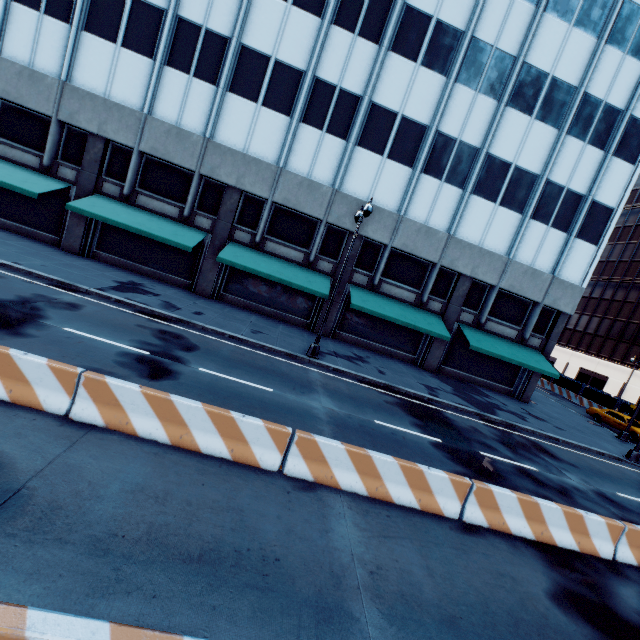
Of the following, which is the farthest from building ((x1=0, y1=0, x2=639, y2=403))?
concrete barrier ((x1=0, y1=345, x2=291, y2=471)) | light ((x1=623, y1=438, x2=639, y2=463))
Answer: concrete barrier ((x1=0, y1=345, x2=291, y2=471))

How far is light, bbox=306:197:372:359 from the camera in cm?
1342

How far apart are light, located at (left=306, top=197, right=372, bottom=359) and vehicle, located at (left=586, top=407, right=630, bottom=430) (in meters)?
26.46

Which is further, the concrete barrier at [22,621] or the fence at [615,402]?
the fence at [615,402]

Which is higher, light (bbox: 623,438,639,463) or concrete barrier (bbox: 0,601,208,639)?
concrete barrier (bbox: 0,601,208,639)

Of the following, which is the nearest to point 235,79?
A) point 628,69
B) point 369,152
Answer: point 369,152

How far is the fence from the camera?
31.86m

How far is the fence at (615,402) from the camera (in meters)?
31.86
